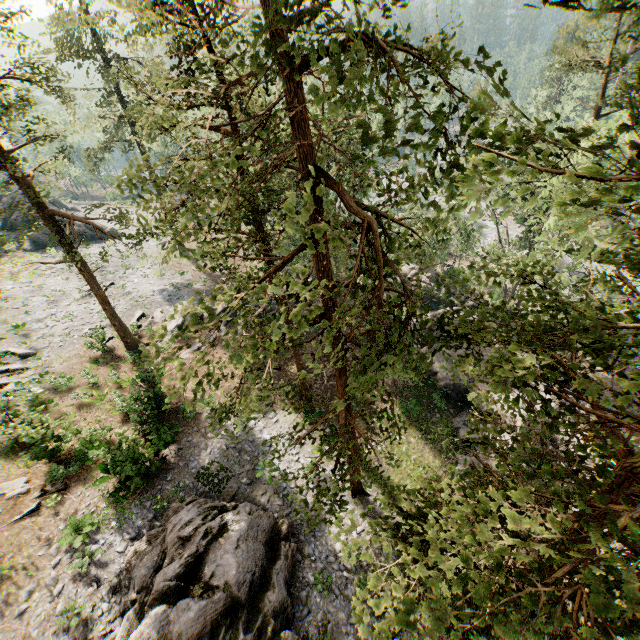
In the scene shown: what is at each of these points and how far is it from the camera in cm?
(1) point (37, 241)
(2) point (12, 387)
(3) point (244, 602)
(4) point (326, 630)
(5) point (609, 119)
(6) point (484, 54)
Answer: (1) rock, 3822
(2) foliage, 1917
(3) rock, 1248
(4) rock, 1341
(5) foliage, 4172
(6) foliage, 471

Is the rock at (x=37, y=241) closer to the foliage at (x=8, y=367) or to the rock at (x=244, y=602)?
the foliage at (x=8, y=367)

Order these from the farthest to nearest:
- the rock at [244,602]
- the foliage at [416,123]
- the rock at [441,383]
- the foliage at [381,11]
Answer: the rock at [441,383], the rock at [244,602], the foliage at [381,11], the foliage at [416,123]

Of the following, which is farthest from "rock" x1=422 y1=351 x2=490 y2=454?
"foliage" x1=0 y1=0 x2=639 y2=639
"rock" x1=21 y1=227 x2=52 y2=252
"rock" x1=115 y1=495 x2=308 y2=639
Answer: "rock" x1=21 y1=227 x2=52 y2=252

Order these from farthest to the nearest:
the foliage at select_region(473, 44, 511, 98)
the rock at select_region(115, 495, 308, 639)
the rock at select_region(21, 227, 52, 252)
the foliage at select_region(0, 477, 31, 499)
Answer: the rock at select_region(21, 227, 52, 252) < the foliage at select_region(0, 477, 31, 499) < the rock at select_region(115, 495, 308, 639) < the foliage at select_region(473, 44, 511, 98)

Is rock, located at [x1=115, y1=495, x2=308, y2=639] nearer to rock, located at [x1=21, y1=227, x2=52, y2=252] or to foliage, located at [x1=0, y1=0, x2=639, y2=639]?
foliage, located at [x1=0, y1=0, x2=639, y2=639]

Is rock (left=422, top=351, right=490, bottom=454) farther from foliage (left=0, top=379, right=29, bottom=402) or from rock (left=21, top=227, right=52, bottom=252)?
rock (left=21, top=227, right=52, bottom=252)
